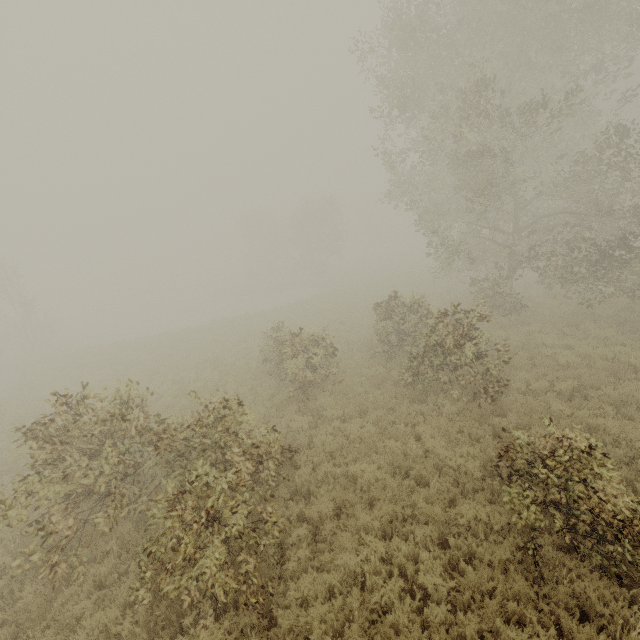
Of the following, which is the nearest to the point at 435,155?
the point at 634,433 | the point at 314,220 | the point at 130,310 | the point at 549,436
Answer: the point at 634,433

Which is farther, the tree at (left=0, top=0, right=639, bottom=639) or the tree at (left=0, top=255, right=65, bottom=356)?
the tree at (left=0, top=255, right=65, bottom=356)

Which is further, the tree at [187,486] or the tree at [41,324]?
the tree at [41,324]
